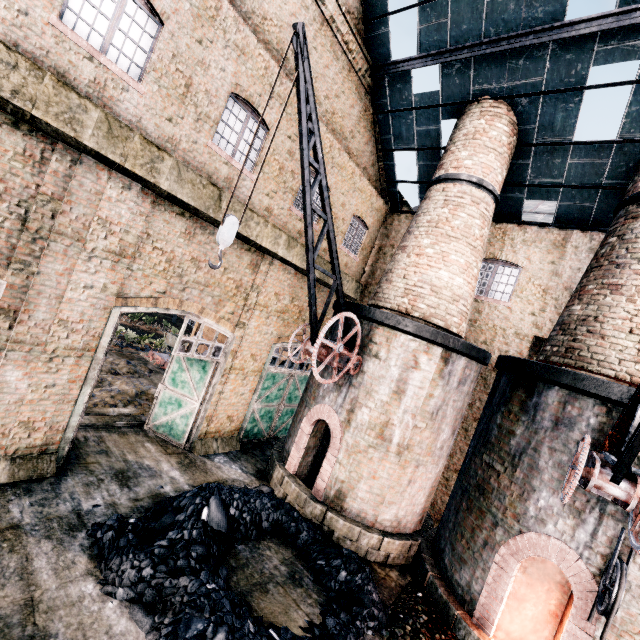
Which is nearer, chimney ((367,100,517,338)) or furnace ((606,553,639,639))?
furnace ((606,553,639,639))

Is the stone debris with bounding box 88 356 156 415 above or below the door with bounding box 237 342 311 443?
below

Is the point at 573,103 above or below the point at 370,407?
above

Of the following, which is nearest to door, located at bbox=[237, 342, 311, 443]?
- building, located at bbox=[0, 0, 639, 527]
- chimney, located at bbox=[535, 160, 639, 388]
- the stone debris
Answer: building, located at bbox=[0, 0, 639, 527]

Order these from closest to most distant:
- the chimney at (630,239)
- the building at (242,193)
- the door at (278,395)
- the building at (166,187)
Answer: the building at (166,187) < the chimney at (630,239) < the building at (242,193) < the door at (278,395)

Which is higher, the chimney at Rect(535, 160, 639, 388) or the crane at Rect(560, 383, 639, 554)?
the chimney at Rect(535, 160, 639, 388)

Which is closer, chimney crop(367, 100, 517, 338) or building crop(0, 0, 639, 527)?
building crop(0, 0, 639, 527)

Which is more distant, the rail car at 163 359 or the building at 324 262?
the rail car at 163 359
